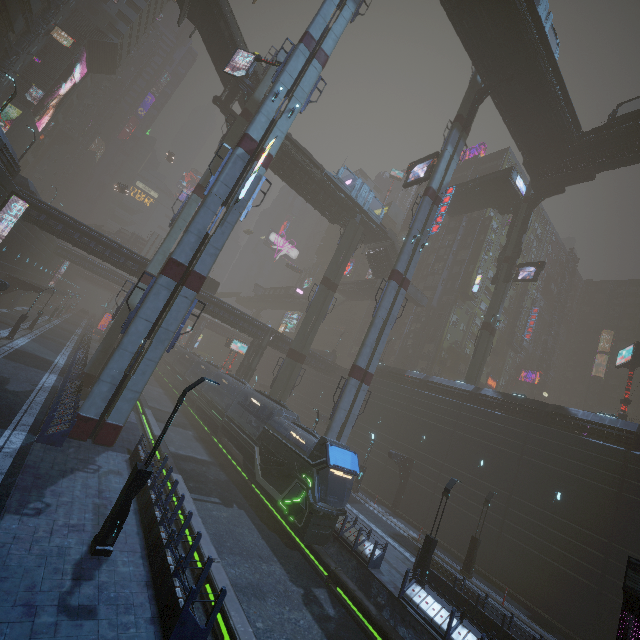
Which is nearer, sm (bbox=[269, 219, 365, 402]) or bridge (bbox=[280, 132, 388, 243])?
sm (bbox=[269, 219, 365, 402])

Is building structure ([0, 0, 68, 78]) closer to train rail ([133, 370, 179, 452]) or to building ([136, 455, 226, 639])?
building ([136, 455, 226, 639])

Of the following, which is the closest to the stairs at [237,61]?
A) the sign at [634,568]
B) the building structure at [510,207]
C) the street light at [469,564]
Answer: the building structure at [510,207]

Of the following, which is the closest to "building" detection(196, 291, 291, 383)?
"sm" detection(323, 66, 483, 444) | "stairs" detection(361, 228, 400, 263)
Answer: "sm" detection(323, 66, 483, 444)

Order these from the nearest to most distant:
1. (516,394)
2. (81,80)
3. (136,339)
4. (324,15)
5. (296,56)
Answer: (136,339) < (296,56) < (324,15) < (516,394) < (81,80)

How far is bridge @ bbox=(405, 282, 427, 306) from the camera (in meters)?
47.06

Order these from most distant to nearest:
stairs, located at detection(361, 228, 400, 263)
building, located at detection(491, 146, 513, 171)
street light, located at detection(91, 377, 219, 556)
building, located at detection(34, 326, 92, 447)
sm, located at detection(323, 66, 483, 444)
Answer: building, located at detection(491, 146, 513, 171) → stairs, located at detection(361, 228, 400, 263) → sm, located at detection(323, 66, 483, 444) → building, located at detection(34, 326, 92, 447) → street light, located at detection(91, 377, 219, 556)

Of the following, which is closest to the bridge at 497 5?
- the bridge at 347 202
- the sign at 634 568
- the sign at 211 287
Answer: the bridge at 347 202
